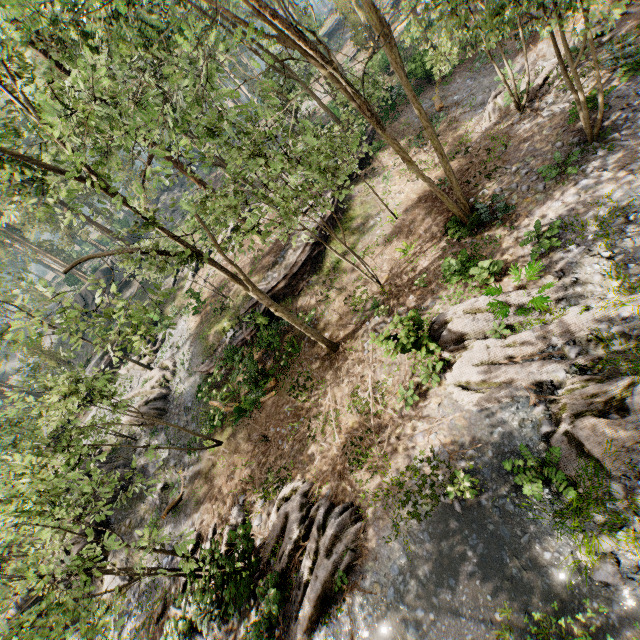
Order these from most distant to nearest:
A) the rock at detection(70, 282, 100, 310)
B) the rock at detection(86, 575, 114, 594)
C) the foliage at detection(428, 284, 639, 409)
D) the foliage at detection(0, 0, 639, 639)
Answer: the rock at detection(70, 282, 100, 310) → the rock at detection(86, 575, 114, 594) → the foliage at detection(428, 284, 639, 409) → the foliage at detection(0, 0, 639, 639)

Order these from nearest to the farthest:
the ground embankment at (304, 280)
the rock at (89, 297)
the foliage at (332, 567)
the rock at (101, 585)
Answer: the foliage at (332, 567) < the rock at (101, 585) < the ground embankment at (304, 280) < the rock at (89, 297)

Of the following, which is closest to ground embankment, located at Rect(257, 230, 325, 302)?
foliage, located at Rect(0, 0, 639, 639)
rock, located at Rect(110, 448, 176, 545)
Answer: foliage, located at Rect(0, 0, 639, 639)

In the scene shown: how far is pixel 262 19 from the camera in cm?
866

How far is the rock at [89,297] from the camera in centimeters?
4319cm

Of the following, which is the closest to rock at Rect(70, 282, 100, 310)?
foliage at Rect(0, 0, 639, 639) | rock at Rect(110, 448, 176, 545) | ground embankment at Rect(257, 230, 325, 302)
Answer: foliage at Rect(0, 0, 639, 639)

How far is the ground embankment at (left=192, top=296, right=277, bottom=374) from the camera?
17.73m

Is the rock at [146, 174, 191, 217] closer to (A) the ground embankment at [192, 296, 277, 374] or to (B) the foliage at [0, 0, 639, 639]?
(B) the foliage at [0, 0, 639, 639]
